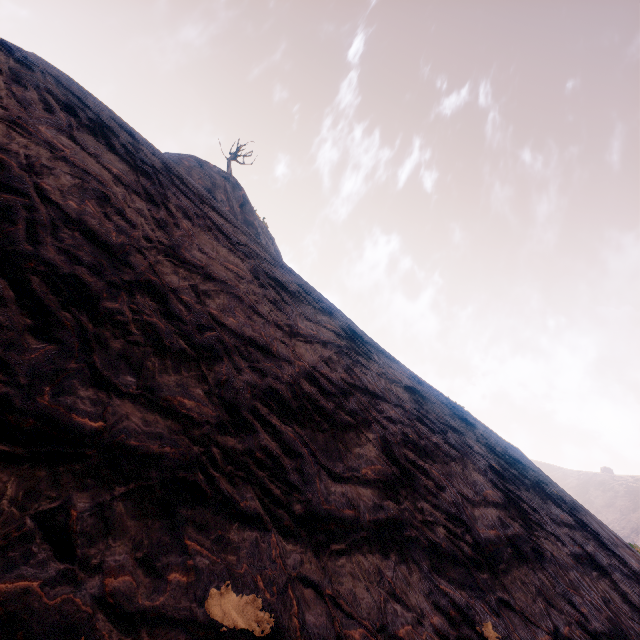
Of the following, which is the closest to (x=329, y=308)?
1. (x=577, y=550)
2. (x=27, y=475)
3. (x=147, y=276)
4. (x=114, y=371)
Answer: (x=147, y=276)
